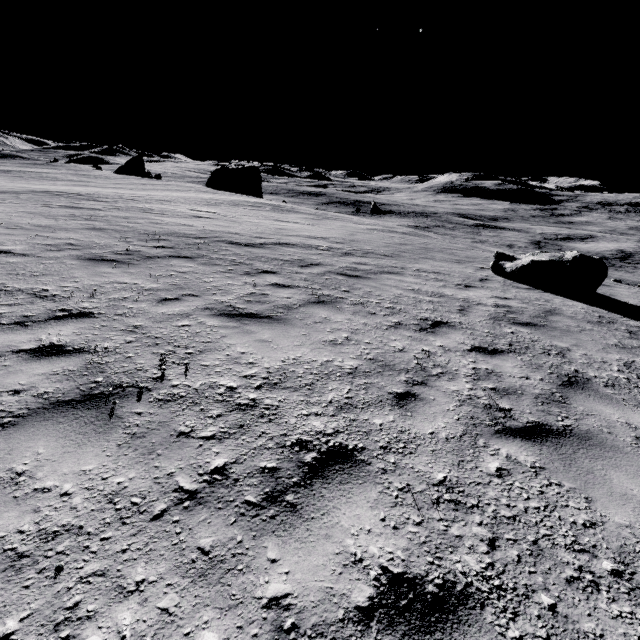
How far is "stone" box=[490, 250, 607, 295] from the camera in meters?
9.9

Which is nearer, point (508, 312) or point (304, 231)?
point (508, 312)

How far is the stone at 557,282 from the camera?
9.91m
